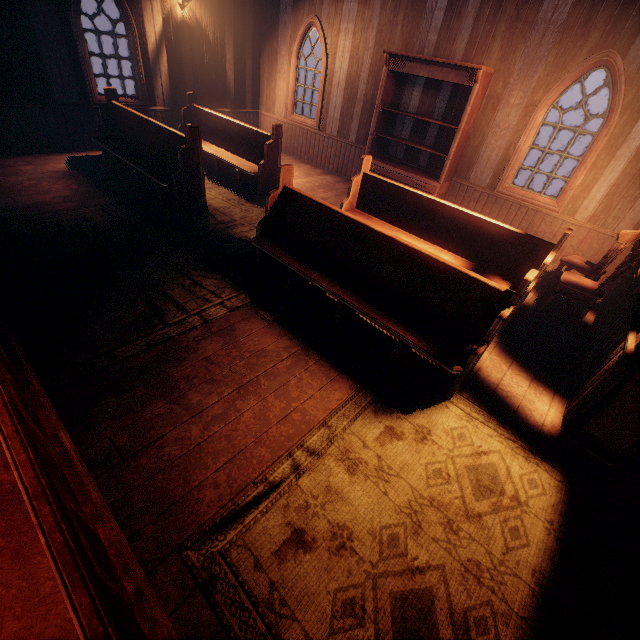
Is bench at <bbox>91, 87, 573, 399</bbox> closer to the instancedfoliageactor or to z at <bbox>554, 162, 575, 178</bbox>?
z at <bbox>554, 162, 575, 178</bbox>

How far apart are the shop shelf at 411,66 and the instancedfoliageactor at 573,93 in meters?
60.2 m

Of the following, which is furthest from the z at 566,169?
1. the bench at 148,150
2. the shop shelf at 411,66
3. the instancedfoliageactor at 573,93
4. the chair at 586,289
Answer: the instancedfoliageactor at 573,93

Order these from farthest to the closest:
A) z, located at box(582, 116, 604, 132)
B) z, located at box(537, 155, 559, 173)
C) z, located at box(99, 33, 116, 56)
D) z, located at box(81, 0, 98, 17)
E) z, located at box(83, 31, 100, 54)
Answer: z, located at box(582, 116, 604, 132) < z, located at box(81, 0, 98, 17) < z, located at box(537, 155, 559, 173) < z, located at box(99, 33, 116, 56) < z, located at box(83, 31, 100, 54)

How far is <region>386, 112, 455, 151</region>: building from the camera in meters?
6.6

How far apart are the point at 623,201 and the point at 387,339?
4.89m

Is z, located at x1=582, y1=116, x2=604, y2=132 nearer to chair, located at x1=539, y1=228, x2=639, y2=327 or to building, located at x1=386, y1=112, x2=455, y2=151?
building, located at x1=386, y1=112, x2=455, y2=151

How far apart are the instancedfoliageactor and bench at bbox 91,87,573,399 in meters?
64.7
